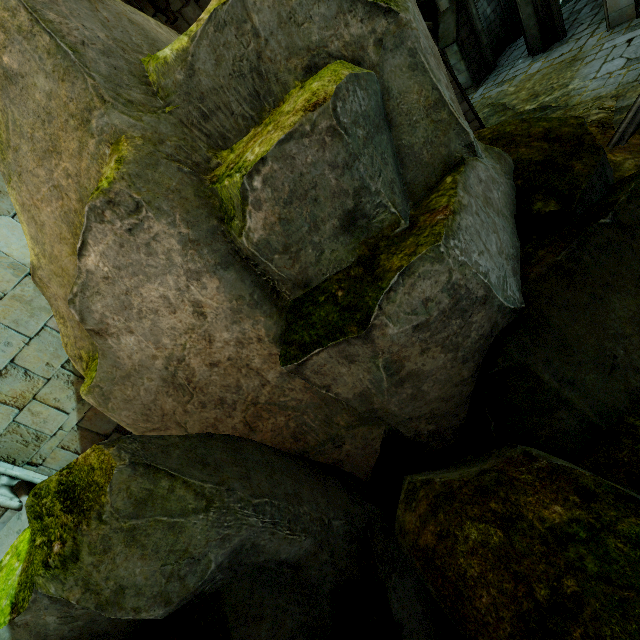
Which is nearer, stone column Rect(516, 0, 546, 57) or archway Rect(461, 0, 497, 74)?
stone column Rect(516, 0, 546, 57)

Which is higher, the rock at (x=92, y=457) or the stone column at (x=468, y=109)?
the rock at (x=92, y=457)

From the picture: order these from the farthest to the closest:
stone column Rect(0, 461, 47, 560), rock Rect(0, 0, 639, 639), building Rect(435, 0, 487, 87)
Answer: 1. building Rect(435, 0, 487, 87)
2. stone column Rect(0, 461, 47, 560)
3. rock Rect(0, 0, 639, 639)

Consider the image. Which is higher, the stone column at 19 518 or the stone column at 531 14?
the stone column at 19 518

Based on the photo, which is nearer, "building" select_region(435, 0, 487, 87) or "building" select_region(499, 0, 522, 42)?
"building" select_region(435, 0, 487, 87)

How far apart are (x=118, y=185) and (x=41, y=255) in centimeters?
177cm

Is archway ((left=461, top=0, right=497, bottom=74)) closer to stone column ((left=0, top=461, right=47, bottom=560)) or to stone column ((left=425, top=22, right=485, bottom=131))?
stone column ((left=425, top=22, right=485, bottom=131))

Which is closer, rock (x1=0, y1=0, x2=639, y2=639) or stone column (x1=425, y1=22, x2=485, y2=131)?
rock (x1=0, y1=0, x2=639, y2=639)
